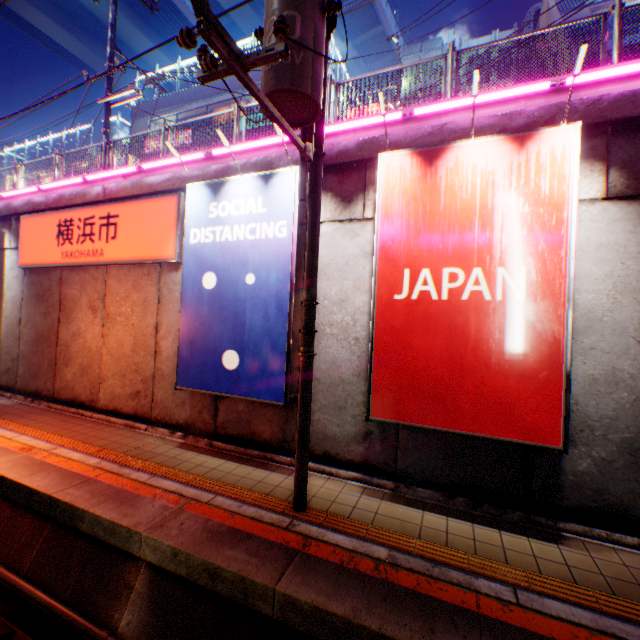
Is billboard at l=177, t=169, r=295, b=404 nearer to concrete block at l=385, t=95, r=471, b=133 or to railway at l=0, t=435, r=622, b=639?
concrete block at l=385, t=95, r=471, b=133

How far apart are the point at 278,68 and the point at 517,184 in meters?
3.5 m

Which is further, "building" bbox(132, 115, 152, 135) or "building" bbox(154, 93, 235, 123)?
"building" bbox(132, 115, 152, 135)

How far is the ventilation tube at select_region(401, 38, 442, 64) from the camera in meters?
17.5 m

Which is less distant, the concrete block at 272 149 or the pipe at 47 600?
the pipe at 47 600

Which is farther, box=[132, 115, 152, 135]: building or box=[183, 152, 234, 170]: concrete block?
box=[132, 115, 152, 135]: building

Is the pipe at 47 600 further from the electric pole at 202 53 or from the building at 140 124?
the building at 140 124

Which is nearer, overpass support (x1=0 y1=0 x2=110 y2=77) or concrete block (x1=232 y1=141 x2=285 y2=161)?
concrete block (x1=232 y1=141 x2=285 y2=161)
